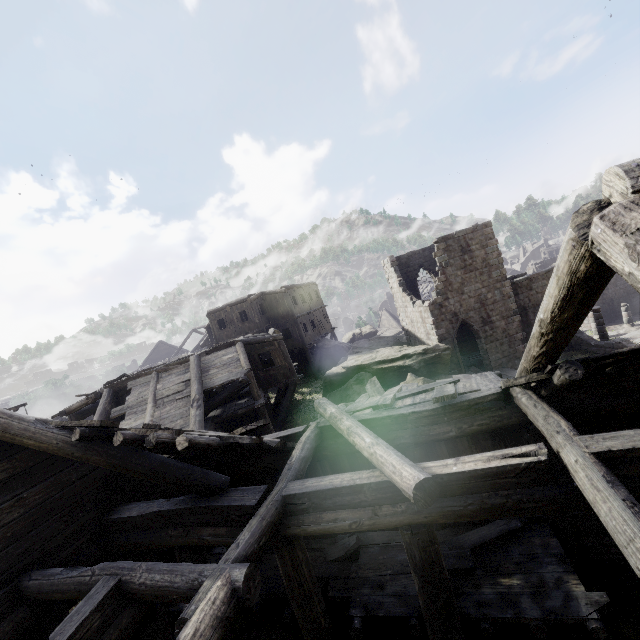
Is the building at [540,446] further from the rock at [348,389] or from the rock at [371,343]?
the rock at [371,343]

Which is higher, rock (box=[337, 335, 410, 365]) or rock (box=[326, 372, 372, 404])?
rock (box=[337, 335, 410, 365])

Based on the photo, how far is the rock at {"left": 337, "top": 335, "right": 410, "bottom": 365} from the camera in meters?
25.8

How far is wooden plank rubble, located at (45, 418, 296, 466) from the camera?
5.09m

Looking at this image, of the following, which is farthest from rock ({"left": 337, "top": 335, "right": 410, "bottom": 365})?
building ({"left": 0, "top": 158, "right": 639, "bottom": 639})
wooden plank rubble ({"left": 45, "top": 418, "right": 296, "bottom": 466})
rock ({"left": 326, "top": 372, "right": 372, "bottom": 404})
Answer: wooden plank rubble ({"left": 45, "top": 418, "right": 296, "bottom": 466})

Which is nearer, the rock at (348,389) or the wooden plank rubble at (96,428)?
the wooden plank rubble at (96,428)

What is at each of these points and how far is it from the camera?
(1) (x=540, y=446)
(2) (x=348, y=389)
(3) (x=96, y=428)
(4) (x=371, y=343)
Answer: (1) building, 4.57m
(2) rock, 19.22m
(3) wooden plank rubble, 5.84m
(4) rock, 27.11m

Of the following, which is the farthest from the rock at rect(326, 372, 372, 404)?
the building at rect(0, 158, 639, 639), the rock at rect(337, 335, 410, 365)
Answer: the rock at rect(337, 335, 410, 365)
